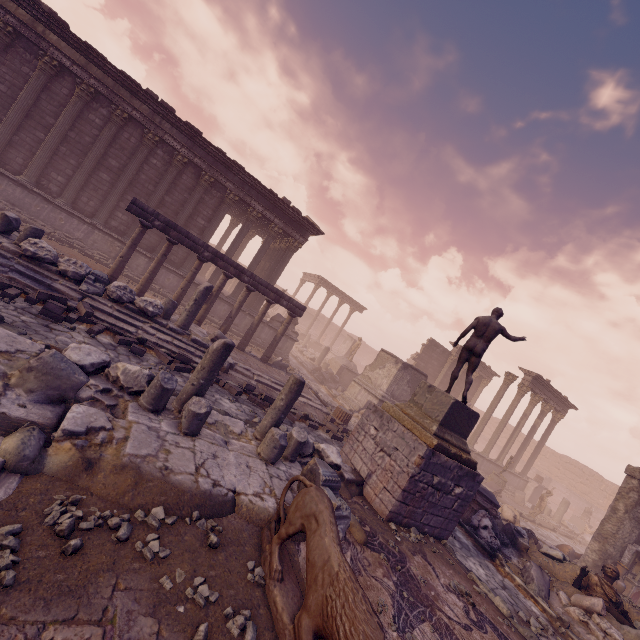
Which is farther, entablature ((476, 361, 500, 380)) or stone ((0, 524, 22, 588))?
entablature ((476, 361, 500, 380))

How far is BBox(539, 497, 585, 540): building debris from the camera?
21.2m

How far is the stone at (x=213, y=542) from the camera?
3.6 meters

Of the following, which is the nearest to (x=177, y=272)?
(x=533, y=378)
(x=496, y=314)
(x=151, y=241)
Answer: (x=151, y=241)

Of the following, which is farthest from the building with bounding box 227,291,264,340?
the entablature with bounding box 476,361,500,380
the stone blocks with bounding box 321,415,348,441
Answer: the entablature with bounding box 476,361,500,380

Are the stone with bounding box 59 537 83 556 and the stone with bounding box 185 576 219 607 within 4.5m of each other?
yes

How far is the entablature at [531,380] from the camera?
21.53m

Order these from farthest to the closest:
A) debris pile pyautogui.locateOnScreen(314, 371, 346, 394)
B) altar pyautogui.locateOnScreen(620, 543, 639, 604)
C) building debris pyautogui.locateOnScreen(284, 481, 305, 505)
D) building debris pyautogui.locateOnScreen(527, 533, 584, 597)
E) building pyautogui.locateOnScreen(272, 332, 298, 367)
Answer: debris pile pyautogui.locateOnScreen(314, 371, 346, 394) < building pyautogui.locateOnScreen(272, 332, 298, 367) < altar pyautogui.locateOnScreen(620, 543, 639, 604) < building debris pyautogui.locateOnScreen(527, 533, 584, 597) < building debris pyautogui.locateOnScreen(284, 481, 305, 505)
